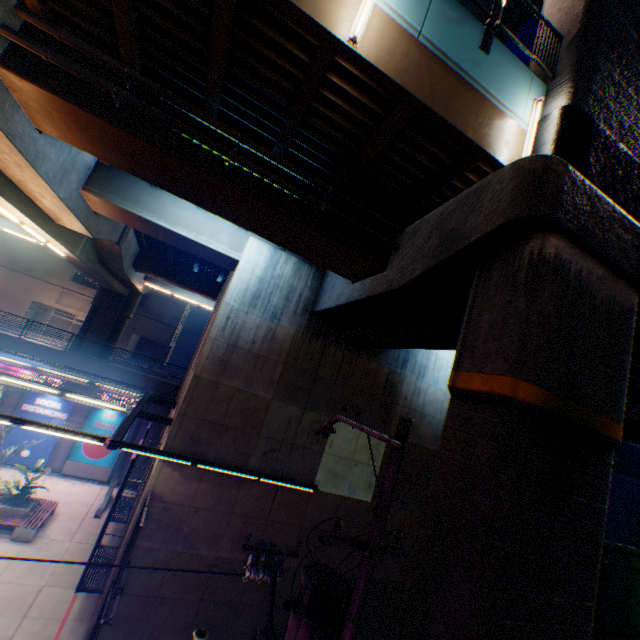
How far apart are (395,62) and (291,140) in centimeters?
276cm

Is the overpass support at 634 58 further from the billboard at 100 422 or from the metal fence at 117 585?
the billboard at 100 422

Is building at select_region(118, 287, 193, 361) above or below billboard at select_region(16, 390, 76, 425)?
above

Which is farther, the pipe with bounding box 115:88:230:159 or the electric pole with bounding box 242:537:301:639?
the pipe with bounding box 115:88:230:159

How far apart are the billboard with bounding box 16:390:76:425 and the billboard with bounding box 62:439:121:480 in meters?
0.9

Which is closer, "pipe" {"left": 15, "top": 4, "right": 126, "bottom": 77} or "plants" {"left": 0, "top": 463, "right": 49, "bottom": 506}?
"pipe" {"left": 15, "top": 4, "right": 126, "bottom": 77}

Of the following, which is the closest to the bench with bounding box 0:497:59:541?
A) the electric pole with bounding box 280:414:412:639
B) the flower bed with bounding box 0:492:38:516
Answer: the flower bed with bounding box 0:492:38:516

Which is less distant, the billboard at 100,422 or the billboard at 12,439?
the billboard at 12,439
